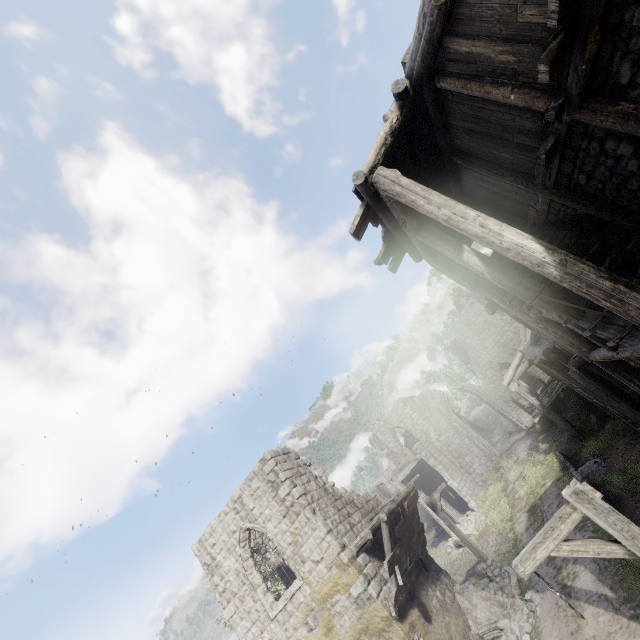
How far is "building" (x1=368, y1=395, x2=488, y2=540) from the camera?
28.1 meters

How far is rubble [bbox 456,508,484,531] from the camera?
23.6m

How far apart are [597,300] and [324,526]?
12.08m

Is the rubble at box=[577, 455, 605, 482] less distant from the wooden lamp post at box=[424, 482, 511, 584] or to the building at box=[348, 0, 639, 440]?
the building at box=[348, 0, 639, 440]

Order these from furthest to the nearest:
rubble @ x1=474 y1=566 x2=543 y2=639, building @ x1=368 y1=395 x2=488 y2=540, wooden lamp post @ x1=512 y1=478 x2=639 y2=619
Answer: building @ x1=368 y1=395 x2=488 y2=540 < rubble @ x1=474 y1=566 x2=543 y2=639 < wooden lamp post @ x1=512 y1=478 x2=639 y2=619

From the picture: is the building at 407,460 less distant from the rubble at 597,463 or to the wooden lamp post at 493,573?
the wooden lamp post at 493,573

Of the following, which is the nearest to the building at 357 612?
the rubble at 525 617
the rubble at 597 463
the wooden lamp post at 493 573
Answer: the rubble at 525 617
